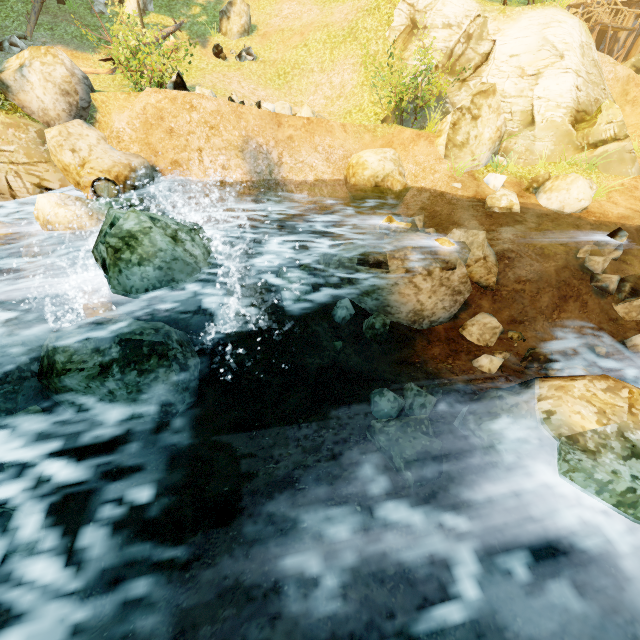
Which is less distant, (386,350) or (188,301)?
(188,301)

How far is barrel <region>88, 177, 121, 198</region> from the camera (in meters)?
7.84

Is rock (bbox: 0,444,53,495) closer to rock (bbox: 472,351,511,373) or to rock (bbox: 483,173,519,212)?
rock (bbox: 472,351,511,373)

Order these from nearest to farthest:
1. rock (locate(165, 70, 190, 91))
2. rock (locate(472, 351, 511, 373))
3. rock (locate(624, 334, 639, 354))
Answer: rock (locate(472, 351, 511, 373)) → rock (locate(624, 334, 639, 354)) → rock (locate(165, 70, 190, 91))

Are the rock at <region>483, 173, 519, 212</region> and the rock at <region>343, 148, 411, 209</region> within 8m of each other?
yes

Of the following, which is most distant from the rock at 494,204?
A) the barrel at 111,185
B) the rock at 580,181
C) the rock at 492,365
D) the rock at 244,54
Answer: the rock at 244,54

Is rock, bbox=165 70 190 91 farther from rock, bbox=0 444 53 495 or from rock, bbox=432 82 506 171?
rock, bbox=432 82 506 171

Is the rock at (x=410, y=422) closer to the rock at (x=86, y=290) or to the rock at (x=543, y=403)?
the rock at (x=543, y=403)
